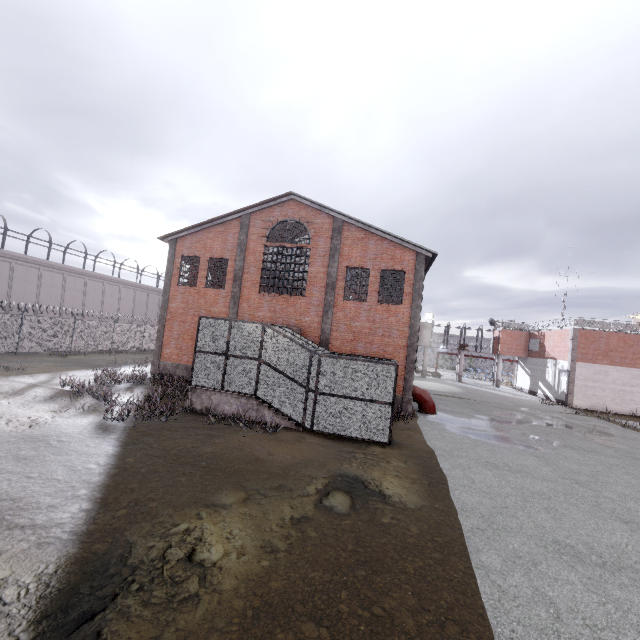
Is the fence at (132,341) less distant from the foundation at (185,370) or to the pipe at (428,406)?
the foundation at (185,370)

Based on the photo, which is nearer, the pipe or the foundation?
the pipe

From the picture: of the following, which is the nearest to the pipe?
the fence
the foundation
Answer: the foundation

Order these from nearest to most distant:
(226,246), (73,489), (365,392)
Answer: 1. (73,489)
2. (365,392)
3. (226,246)

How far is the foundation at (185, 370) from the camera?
20.4 meters

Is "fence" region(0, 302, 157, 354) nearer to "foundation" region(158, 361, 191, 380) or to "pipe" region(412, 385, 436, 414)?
"foundation" region(158, 361, 191, 380)

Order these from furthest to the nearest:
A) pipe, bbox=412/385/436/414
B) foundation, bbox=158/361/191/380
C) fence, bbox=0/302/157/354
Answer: fence, bbox=0/302/157/354 < foundation, bbox=158/361/191/380 < pipe, bbox=412/385/436/414
